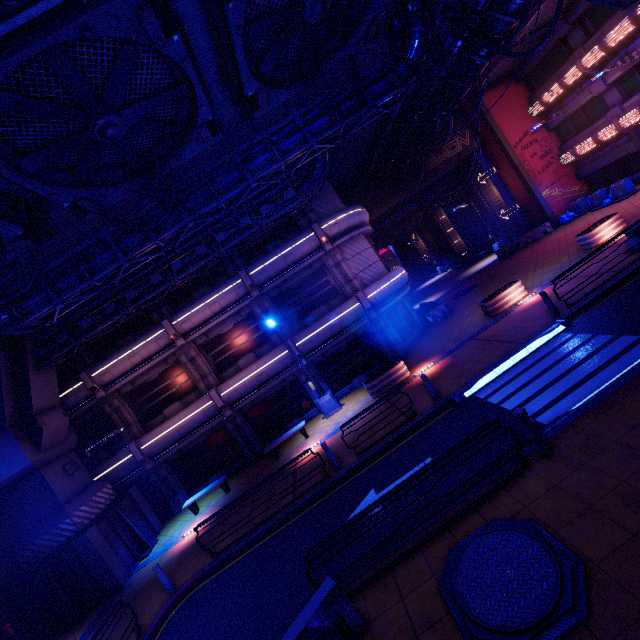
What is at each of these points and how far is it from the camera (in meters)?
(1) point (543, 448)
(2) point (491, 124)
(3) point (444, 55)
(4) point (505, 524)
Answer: (1) post, 6.58
(2) column, 25.86
(3) walkway, 14.41
(4) manhole, 5.70

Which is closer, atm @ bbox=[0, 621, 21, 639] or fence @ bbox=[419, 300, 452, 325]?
atm @ bbox=[0, 621, 21, 639]

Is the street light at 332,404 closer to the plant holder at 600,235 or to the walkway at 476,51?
the walkway at 476,51

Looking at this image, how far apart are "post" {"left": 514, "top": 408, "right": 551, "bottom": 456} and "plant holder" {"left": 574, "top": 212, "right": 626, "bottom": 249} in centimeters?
1479cm

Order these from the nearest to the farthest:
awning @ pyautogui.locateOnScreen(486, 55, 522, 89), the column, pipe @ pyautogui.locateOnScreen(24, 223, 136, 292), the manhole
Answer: the manhole, pipe @ pyautogui.locateOnScreen(24, 223, 136, 292), awning @ pyautogui.locateOnScreen(486, 55, 522, 89), the column

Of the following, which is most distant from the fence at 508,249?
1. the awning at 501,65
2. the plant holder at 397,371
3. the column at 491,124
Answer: the plant holder at 397,371

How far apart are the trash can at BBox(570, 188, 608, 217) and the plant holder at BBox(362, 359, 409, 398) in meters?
20.2 m

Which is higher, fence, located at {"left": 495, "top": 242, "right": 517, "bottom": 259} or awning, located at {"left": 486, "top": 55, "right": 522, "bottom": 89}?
awning, located at {"left": 486, "top": 55, "right": 522, "bottom": 89}
